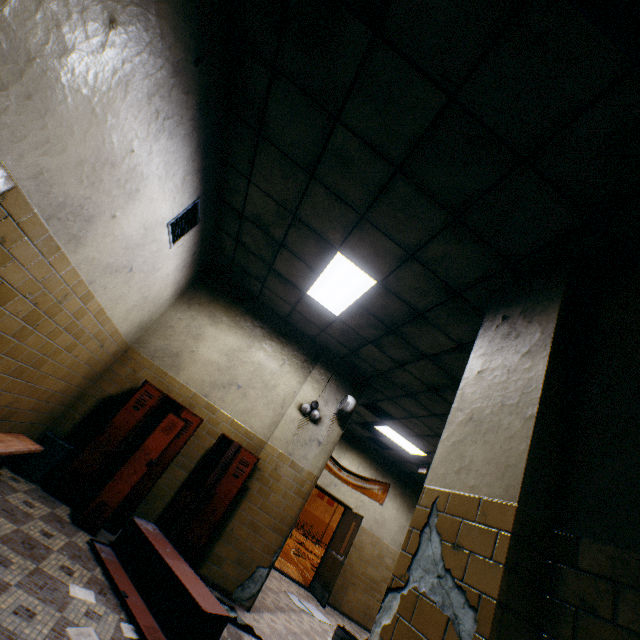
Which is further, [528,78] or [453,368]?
[453,368]

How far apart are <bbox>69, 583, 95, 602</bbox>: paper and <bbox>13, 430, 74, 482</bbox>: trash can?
1.97m

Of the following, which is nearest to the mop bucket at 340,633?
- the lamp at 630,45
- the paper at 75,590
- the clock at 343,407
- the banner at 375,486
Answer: the clock at 343,407

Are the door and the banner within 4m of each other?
yes

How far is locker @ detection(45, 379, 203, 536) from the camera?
4.0m

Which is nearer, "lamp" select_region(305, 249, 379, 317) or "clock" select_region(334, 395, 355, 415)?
"lamp" select_region(305, 249, 379, 317)

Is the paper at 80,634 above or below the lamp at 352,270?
below

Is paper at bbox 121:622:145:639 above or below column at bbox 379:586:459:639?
below
